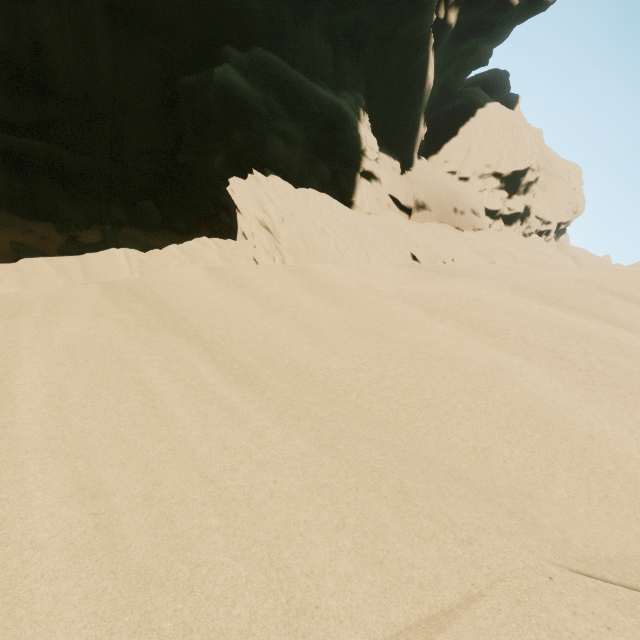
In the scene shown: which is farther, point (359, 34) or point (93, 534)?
point (359, 34)
